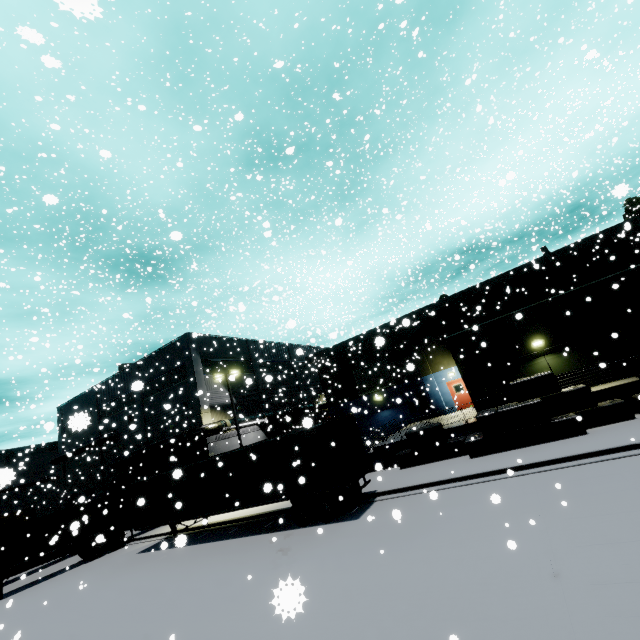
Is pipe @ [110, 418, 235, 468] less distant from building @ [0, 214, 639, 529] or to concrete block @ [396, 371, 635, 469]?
building @ [0, 214, 639, 529]

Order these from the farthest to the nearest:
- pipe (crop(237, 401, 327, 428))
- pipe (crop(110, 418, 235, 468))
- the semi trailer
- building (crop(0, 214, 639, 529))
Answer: pipe (crop(237, 401, 327, 428)) < pipe (crop(110, 418, 235, 468)) < building (crop(0, 214, 639, 529)) < the semi trailer

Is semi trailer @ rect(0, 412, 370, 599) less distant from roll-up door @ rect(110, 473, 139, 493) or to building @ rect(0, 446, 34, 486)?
building @ rect(0, 446, 34, 486)

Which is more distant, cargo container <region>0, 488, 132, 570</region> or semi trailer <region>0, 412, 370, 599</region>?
cargo container <region>0, 488, 132, 570</region>

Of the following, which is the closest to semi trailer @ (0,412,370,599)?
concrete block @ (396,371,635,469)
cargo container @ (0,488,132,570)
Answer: cargo container @ (0,488,132,570)

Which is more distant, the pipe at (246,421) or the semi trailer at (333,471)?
the pipe at (246,421)

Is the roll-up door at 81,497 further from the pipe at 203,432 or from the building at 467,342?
the pipe at 203,432

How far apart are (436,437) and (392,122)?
55.45m
